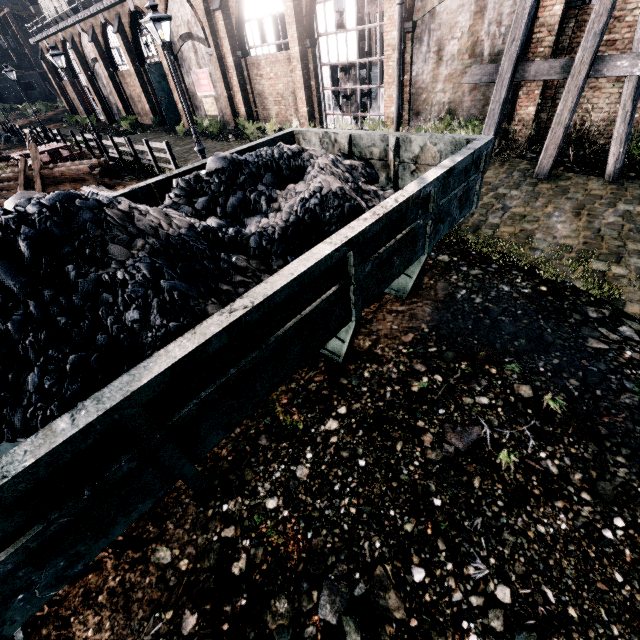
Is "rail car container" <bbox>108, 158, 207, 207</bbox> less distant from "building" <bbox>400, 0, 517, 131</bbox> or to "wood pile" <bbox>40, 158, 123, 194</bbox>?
"building" <bbox>400, 0, 517, 131</bbox>

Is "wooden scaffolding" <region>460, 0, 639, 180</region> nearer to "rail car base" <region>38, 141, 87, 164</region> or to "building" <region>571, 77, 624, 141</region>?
"building" <region>571, 77, 624, 141</region>

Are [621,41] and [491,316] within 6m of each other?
no

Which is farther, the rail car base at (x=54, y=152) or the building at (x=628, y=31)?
the rail car base at (x=54, y=152)

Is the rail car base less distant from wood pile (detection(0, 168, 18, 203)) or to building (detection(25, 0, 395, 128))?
wood pile (detection(0, 168, 18, 203))

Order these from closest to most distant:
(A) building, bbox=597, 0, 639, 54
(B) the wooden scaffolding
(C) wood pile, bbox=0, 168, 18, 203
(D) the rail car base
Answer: (B) the wooden scaffolding < (A) building, bbox=597, 0, 639, 54 < (C) wood pile, bbox=0, 168, 18, 203 < (D) the rail car base

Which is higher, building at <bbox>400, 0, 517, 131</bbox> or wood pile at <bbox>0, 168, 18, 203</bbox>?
building at <bbox>400, 0, 517, 131</bbox>

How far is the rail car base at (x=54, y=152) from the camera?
18.7m
